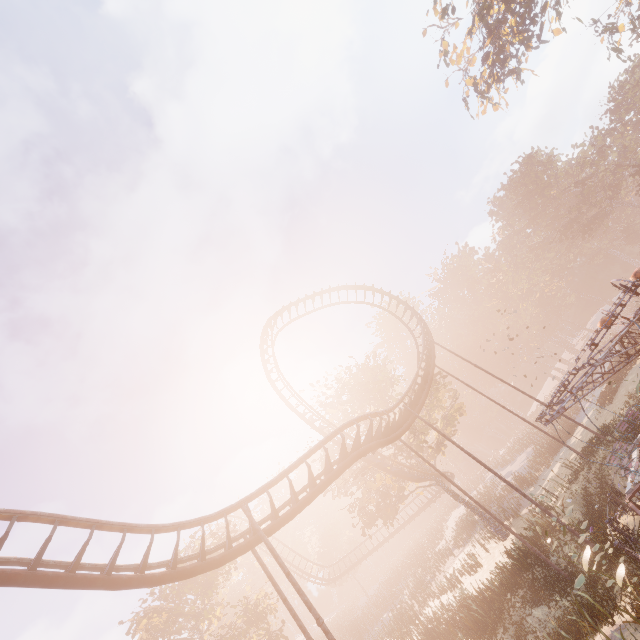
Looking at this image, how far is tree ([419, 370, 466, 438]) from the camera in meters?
29.2

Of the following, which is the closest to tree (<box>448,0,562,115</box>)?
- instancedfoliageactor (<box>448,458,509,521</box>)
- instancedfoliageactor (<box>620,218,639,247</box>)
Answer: instancedfoliageactor (<box>620,218,639,247</box>)

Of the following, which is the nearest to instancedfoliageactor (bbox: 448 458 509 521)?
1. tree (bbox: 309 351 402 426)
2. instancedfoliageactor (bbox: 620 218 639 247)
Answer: tree (bbox: 309 351 402 426)

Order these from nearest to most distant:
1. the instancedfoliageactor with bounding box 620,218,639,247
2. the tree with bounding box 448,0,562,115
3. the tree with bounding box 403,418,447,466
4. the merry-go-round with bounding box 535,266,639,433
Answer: the merry-go-round with bounding box 535,266,639,433 < the tree with bounding box 448,0,562,115 < the tree with bounding box 403,418,447,466 < the instancedfoliageactor with bounding box 620,218,639,247

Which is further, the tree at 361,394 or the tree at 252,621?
the tree at 361,394

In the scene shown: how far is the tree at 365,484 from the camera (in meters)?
25.92

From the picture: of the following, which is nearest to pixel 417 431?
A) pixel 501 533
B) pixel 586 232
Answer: pixel 501 533
